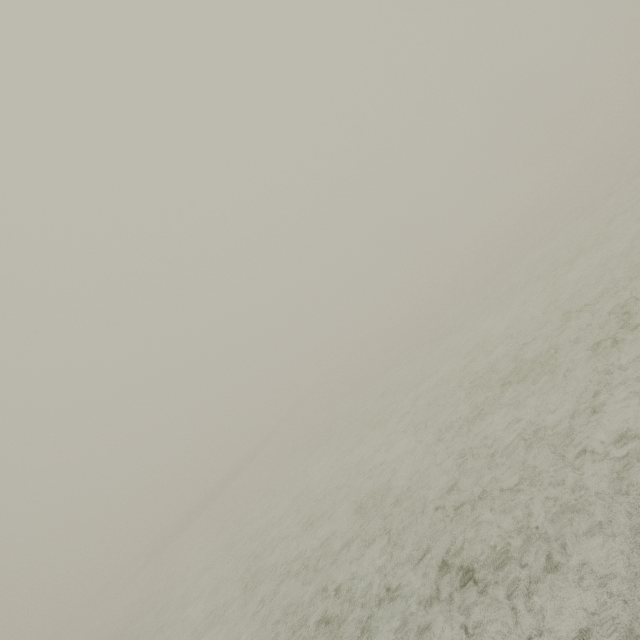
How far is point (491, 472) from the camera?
4.4m
